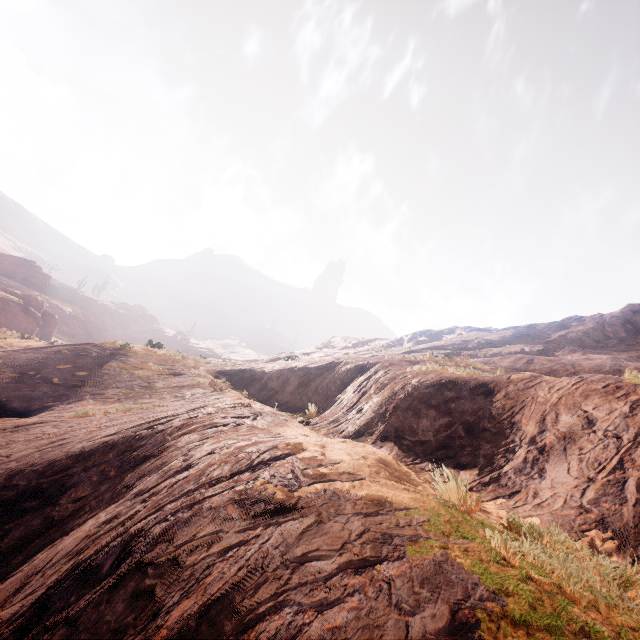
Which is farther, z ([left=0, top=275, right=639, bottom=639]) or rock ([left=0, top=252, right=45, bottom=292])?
rock ([left=0, top=252, right=45, bottom=292])

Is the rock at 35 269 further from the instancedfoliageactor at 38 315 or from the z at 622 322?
the z at 622 322

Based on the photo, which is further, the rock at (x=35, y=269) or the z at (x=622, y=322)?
the rock at (x=35, y=269)

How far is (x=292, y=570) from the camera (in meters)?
2.06

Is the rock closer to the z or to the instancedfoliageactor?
the instancedfoliageactor

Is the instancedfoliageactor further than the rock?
No

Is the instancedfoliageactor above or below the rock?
below
